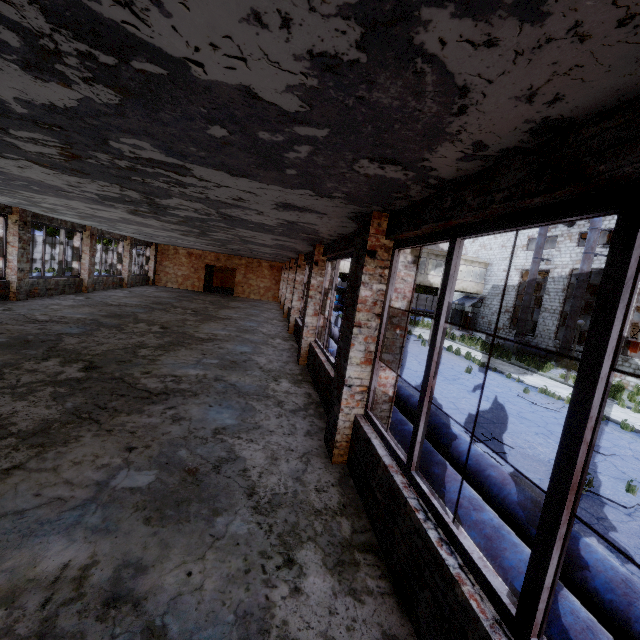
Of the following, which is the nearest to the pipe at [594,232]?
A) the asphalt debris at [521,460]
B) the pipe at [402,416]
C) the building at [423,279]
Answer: the building at [423,279]

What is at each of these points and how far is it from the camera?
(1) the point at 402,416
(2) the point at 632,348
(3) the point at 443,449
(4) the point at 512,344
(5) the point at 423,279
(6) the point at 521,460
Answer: (1) pipe, 5.89m
(2) cable machine, 20.83m
(3) pipe, 5.33m
(4) fan motor, 24.94m
(5) building, 30.27m
(6) asphalt debris, 7.55m

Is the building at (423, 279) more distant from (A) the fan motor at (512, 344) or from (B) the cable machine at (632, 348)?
(B) the cable machine at (632, 348)

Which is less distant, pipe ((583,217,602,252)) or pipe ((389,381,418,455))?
pipe ((389,381,418,455))

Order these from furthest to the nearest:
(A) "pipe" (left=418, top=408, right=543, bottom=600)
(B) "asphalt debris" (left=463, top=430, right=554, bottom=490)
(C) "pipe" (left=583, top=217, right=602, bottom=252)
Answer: (C) "pipe" (left=583, top=217, right=602, bottom=252) < (B) "asphalt debris" (left=463, top=430, right=554, bottom=490) < (A) "pipe" (left=418, top=408, right=543, bottom=600)

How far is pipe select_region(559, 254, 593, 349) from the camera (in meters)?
20.28

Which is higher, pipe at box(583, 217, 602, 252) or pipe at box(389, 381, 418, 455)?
pipe at box(583, 217, 602, 252)

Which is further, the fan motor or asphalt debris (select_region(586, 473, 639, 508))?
the fan motor
